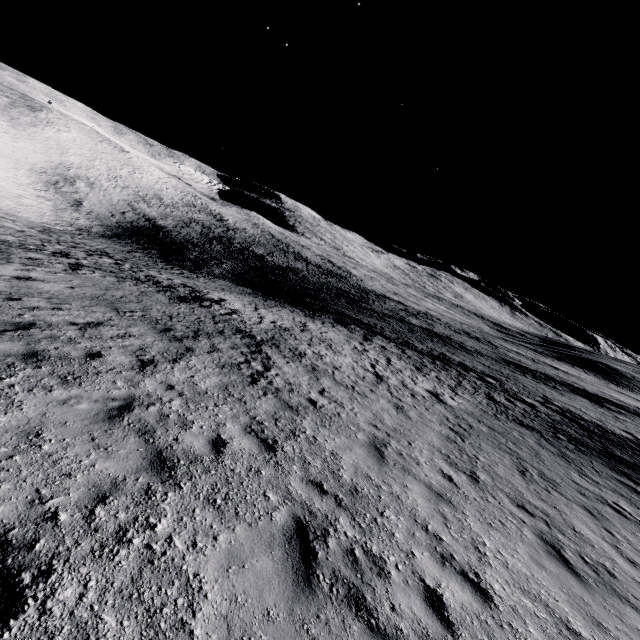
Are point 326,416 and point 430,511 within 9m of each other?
yes
